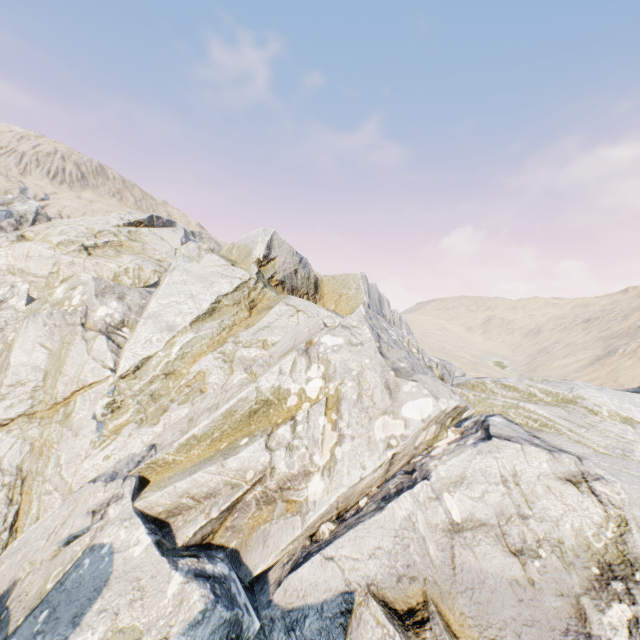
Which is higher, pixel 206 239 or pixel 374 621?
pixel 206 239
